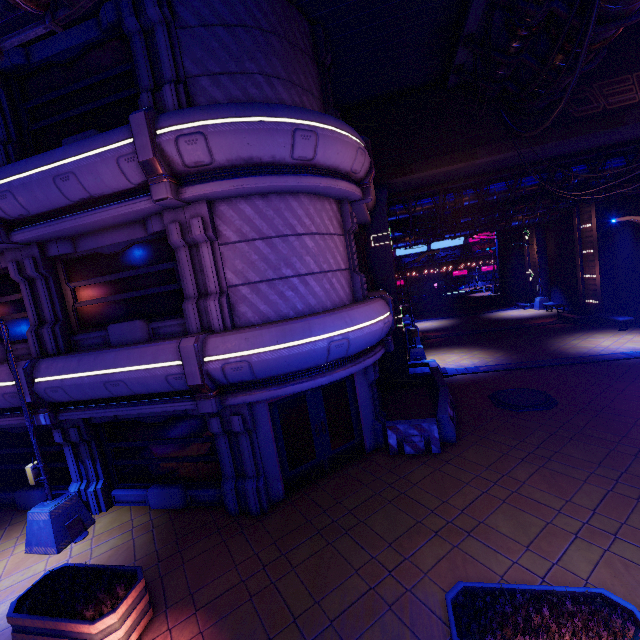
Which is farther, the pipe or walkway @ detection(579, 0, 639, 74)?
walkway @ detection(579, 0, 639, 74)

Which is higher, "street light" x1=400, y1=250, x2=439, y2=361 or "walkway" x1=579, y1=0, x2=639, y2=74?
"walkway" x1=579, y1=0, x2=639, y2=74

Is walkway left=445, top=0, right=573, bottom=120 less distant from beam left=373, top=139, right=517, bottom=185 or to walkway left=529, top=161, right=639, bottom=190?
beam left=373, top=139, right=517, bottom=185

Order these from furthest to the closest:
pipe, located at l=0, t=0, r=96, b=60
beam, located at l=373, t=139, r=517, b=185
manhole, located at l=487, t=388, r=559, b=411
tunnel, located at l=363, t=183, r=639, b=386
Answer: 1. tunnel, located at l=363, t=183, r=639, b=386
2. beam, located at l=373, t=139, r=517, b=185
3. manhole, located at l=487, t=388, r=559, b=411
4. pipe, located at l=0, t=0, r=96, b=60

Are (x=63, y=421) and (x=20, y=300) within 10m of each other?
yes

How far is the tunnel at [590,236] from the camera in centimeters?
2000cm

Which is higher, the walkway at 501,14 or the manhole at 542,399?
the walkway at 501,14

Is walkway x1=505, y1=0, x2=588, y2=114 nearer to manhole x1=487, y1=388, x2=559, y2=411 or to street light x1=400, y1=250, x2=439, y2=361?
street light x1=400, y1=250, x2=439, y2=361
